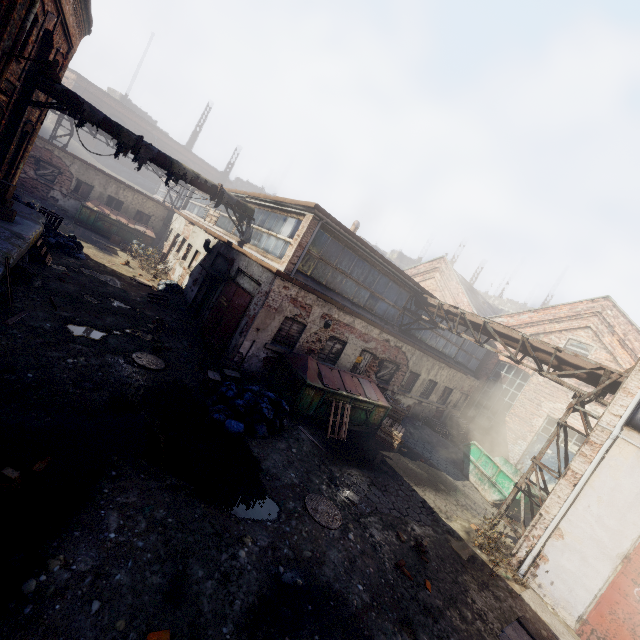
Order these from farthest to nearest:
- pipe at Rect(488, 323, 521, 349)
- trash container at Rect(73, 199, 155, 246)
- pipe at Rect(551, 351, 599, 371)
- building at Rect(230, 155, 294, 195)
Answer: building at Rect(230, 155, 294, 195), trash container at Rect(73, 199, 155, 246), pipe at Rect(488, 323, 521, 349), pipe at Rect(551, 351, 599, 371)

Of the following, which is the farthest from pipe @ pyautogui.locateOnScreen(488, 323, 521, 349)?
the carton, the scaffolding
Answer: the carton

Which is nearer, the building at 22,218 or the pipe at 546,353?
the building at 22,218

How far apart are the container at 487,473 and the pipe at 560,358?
4.42m

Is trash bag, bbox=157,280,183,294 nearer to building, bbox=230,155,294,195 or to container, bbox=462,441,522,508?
container, bbox=462,441,522,508

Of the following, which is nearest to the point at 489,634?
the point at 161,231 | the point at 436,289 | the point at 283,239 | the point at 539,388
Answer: the point at 283,239

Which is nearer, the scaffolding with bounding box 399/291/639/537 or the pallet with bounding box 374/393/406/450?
the scaffolding with bounding box 399/291/639/537

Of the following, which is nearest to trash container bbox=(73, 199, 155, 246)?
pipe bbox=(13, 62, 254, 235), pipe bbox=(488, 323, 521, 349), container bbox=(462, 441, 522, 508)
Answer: pipe bbox=(13, 62, 254, 235)
